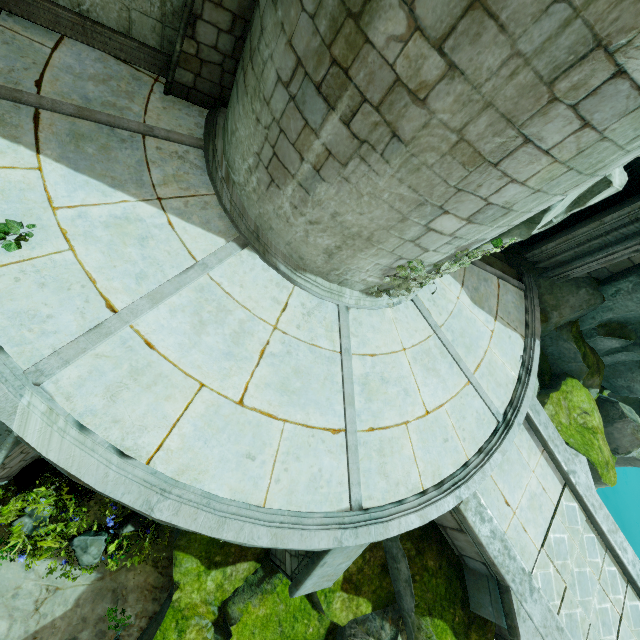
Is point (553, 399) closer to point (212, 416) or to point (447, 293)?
point (447, 293)

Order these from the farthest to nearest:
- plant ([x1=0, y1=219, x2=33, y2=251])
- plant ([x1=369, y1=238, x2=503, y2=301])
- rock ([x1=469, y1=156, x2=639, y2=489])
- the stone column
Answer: rock ([x1=469, y1=156, x2=639, y2=489]) → plant ([x1=369, y1=238, x2=503, y2=301]) → the stone column → plant ([x1=0, y1=219, x2=33, y2=251])

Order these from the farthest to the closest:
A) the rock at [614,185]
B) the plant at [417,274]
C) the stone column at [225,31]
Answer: the rock at [614,185]
the plant at [417,274]
the stone column at [225,31]

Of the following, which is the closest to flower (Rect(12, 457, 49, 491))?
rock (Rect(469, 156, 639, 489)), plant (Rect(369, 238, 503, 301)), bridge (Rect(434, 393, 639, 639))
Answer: rock (Rect(469, 156, 639, 489))

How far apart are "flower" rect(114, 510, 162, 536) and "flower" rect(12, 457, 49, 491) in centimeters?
171cm

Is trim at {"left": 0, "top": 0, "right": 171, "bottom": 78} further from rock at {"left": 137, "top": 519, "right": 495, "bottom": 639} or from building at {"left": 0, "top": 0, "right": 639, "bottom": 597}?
rock at {"left": 137, "top": 519, "right": 495, "bottom": 639}

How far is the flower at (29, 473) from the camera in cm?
584

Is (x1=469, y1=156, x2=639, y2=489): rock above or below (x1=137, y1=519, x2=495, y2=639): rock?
above
